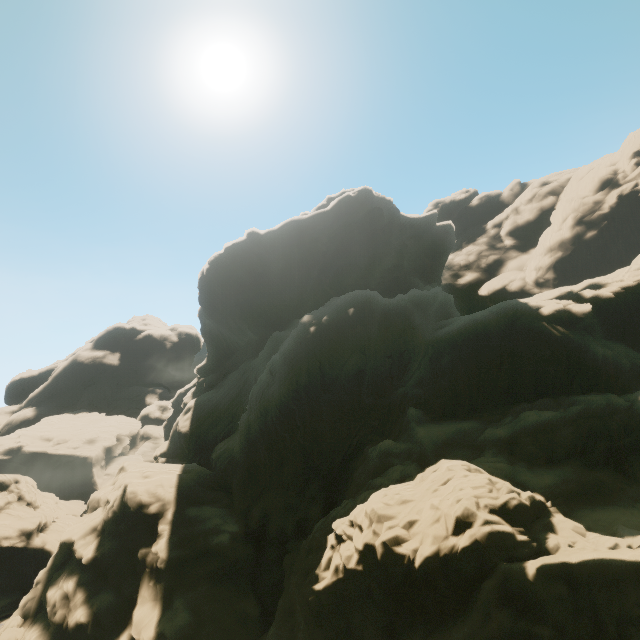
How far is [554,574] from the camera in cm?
1279
